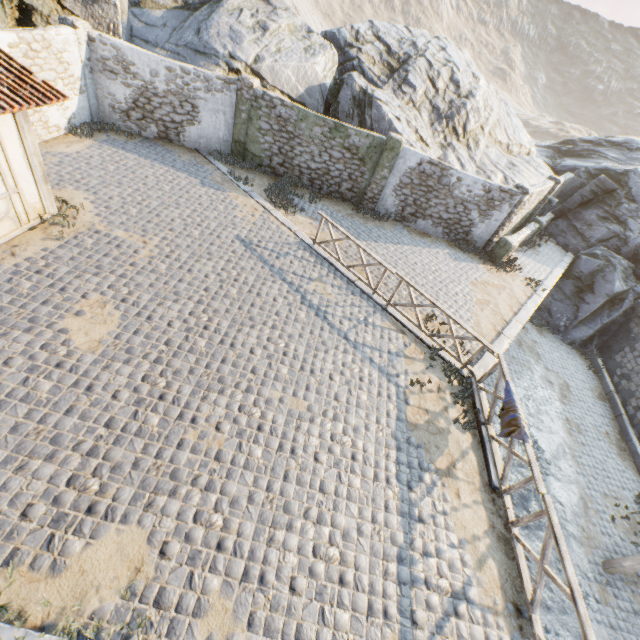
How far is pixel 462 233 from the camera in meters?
15.1

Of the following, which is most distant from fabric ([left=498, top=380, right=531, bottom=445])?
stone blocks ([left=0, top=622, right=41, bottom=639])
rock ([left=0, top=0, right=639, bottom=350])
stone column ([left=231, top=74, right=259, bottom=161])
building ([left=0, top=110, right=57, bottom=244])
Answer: stone column ([left=231, top=74, right=259, bottom=161])

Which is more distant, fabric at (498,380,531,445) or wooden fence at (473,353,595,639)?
fabric at (498,380,531,445)

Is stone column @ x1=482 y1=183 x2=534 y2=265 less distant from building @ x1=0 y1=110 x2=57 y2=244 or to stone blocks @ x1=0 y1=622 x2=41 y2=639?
stone blocks @ x1=0 y1=622 x2=41 y2=639

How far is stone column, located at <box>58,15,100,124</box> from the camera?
10.9m

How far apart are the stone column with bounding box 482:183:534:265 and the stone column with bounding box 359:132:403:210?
5.1 meters

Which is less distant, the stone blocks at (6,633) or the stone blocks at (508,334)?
the stone blocks at (6,633)

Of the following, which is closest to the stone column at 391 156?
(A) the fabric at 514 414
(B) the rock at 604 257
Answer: (B) the rock at 604 257
